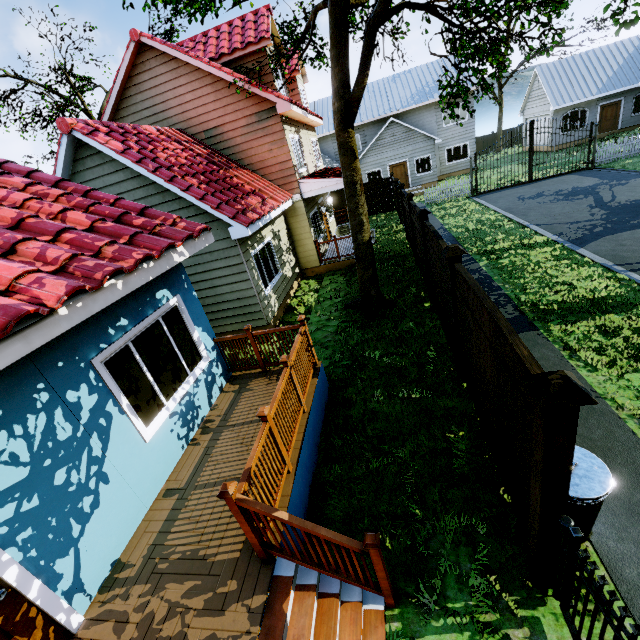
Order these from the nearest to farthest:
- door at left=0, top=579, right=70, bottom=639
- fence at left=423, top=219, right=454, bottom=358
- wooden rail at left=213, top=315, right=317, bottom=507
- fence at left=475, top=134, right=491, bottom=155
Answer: door at left=0, top=579, right=70, bottom=639
wooden rail at left=213, top=315, right=317, bottom=507
fence at left=423, top=219, right=454, bottom=358
fence at left=475, top=134, right=491, bottom=155

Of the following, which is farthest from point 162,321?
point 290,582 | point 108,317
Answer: point 290,582

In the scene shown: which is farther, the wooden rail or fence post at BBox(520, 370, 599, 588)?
the wooden rail

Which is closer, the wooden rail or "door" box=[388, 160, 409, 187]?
the wooden rail

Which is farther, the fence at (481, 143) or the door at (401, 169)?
the fence at (481, 143)

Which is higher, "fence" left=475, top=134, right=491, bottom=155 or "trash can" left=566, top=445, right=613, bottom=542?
"fence" left=475, top=134, right=491, bottom=155

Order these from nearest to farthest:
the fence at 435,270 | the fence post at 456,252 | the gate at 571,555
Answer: the gate at 571,555 < the fence post at 456,252 < the fence at 435,270

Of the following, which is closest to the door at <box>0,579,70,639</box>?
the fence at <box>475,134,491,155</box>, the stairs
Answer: the stairs
